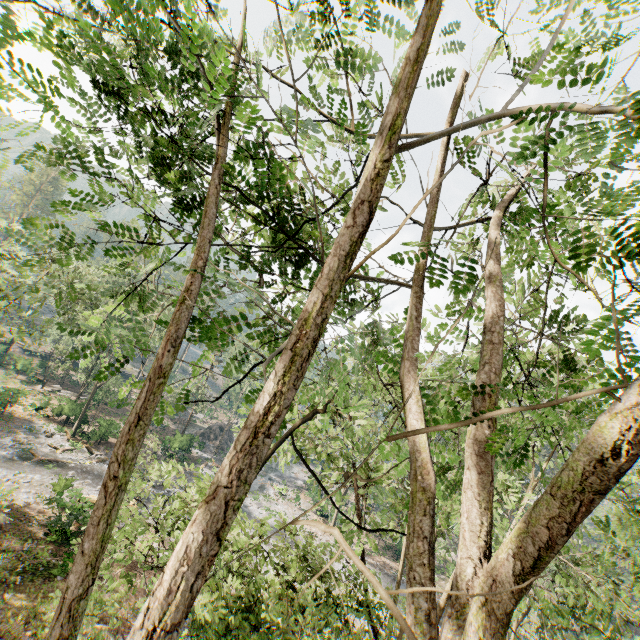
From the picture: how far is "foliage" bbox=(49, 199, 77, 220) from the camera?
3.0 meters

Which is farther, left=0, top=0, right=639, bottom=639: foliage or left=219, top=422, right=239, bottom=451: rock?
left=219, top=422, right=239, bottom=451: rock

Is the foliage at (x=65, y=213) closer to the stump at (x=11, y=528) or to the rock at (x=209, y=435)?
the rock at (x=209, y=435)

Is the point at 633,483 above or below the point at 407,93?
below

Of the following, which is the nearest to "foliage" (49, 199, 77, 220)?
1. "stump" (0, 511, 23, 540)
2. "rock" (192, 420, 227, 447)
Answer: "rock" (192, 420, 227, 447)

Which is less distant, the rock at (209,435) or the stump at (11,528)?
the stump at (11,528)

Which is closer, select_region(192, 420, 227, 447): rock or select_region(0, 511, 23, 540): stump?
select_region(0, 511, 23, 540): stump
